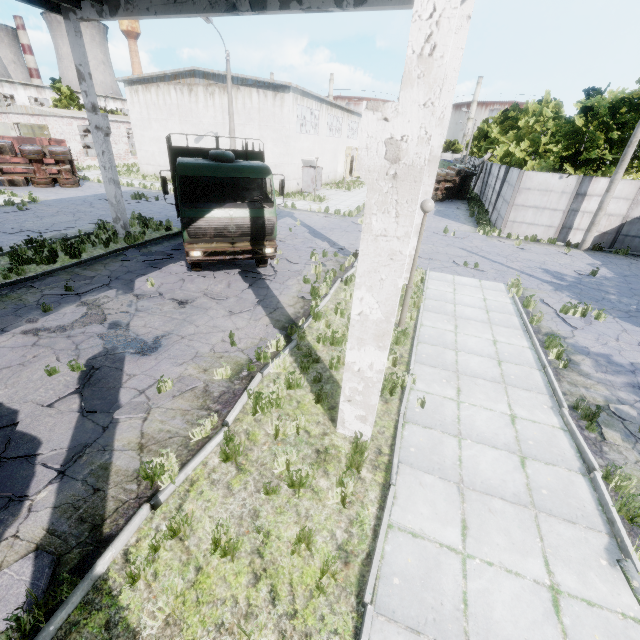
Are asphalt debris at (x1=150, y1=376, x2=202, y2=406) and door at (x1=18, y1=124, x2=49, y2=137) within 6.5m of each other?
no

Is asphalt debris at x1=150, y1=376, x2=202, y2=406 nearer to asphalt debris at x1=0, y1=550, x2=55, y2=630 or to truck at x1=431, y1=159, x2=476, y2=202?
asphalt debris at x1=0, y1=550, x2=55, y2=630

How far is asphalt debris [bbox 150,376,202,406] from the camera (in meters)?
6.02

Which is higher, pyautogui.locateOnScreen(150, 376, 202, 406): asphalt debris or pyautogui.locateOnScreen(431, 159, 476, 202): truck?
pyautogui.locateOnScreen(431, 159, 476, 202): truck

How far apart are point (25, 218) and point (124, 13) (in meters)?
11.72

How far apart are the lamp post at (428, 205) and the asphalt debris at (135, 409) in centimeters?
536cm

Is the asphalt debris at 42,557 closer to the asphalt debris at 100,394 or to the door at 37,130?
the asphalt debris at 100,394

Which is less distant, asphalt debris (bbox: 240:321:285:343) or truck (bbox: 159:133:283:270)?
asphalt debris (bbox: 240:321:285:343)
